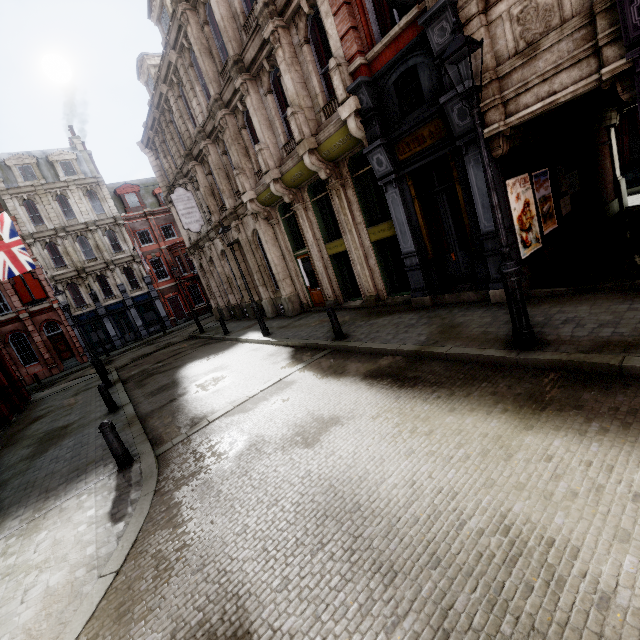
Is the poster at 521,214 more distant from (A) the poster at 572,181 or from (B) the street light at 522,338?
(B) the street light at 522,338

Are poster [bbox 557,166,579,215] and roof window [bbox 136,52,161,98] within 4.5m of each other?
no

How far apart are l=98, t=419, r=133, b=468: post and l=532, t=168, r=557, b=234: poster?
11.2 meters

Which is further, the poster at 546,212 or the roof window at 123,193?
the roof window at 123,193

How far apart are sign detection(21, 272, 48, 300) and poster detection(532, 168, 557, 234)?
36.5 meters

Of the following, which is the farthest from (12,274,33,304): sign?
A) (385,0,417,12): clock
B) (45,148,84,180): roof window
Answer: (385,0,417,12): clock

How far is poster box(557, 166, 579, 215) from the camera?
9.4m

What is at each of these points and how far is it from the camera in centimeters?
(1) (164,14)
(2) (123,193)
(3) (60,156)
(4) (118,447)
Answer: (1) roof window, 1642cm
(2) roof window, 3397cm
(3) roof window, 3088cm
(4) post, 616cm
